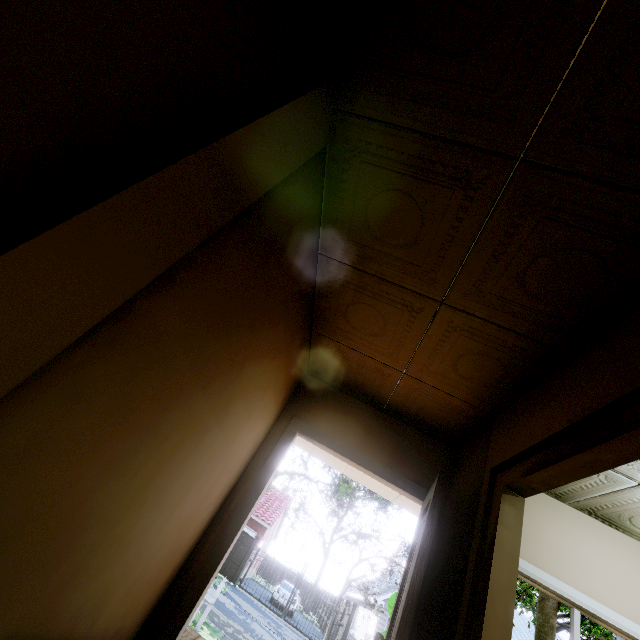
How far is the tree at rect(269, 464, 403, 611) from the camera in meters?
15.4

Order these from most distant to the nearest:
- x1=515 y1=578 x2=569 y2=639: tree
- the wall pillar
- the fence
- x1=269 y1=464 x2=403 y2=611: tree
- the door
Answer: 1. x1=269 y1=464 x2=403 y2=611: tree
2. x1=515 y1=578 x2=569 y2=639: tree
3. the fence
4. the door
5. the wall pillar

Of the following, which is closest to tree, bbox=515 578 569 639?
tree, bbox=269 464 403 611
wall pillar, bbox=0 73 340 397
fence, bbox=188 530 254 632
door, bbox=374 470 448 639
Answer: fence, bbox=188 530 254 632

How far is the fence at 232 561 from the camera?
6.5 meters

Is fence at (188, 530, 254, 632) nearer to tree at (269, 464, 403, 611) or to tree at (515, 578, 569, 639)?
tree at (515, 578, 569, 639)

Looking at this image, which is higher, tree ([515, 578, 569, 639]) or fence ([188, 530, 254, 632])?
tree ([515, 578, 569, 639])

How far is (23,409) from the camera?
0.89m

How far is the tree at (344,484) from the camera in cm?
1538
